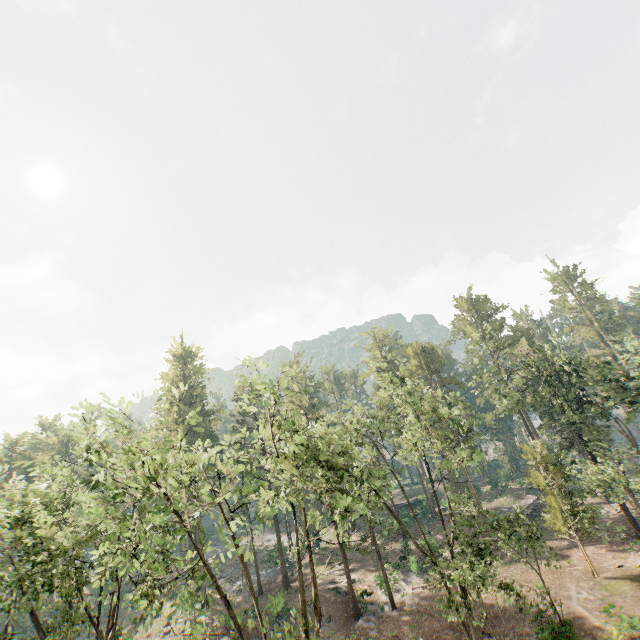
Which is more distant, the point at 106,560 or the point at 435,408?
the point at 435,408

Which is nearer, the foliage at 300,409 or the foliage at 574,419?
the foliage at 300,409

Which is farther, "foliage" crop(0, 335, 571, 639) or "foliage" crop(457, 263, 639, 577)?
"foliage" crop(457, 263, 639, 577)
